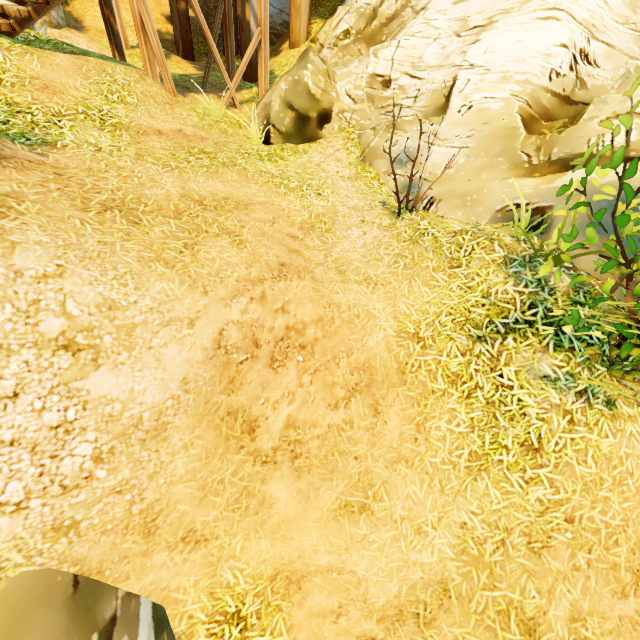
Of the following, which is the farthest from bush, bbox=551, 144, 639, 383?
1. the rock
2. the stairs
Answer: the rock

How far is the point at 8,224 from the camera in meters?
2.8 m

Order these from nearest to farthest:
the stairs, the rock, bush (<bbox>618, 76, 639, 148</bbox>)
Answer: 1. bush (<bbox>618, 76, 639, 148</bbox>)
2. the stairs
3. the rock

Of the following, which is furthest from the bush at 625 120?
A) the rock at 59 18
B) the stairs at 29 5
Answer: the rock at 59 18

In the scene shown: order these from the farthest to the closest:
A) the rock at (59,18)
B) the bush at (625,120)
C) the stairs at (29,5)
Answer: the rock at (59,18) → the stairs at (29,5) → the bush at (625,120)

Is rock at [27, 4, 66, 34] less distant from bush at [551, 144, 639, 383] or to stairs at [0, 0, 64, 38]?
stairs at [0, 0, 64, 38]
